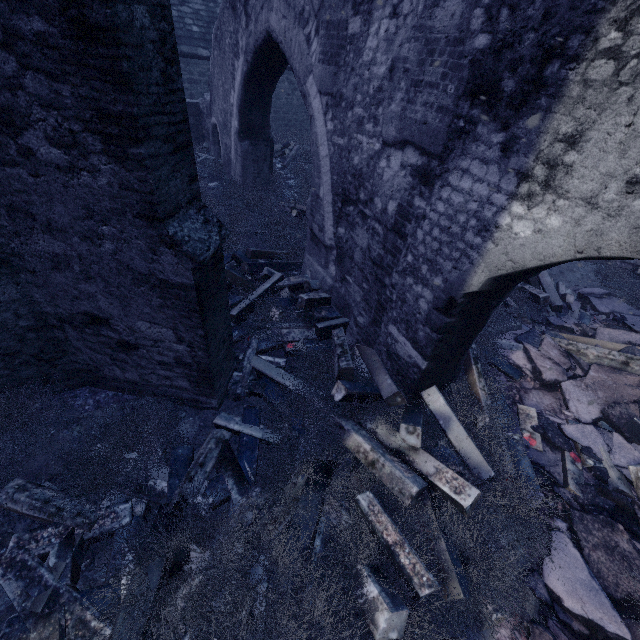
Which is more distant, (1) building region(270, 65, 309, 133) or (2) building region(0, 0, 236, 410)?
(1) building region(270, 65, 309, 133)

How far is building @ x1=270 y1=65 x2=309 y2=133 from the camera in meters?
14.3 m

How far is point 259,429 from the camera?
3.7 meters

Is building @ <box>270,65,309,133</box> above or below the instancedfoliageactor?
above

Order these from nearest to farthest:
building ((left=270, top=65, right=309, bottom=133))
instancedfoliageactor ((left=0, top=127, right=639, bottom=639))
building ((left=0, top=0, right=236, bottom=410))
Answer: building ((left=0, top=0, right=236, bottom=410)) → instancedfoliageactor ((left=0, top=127, right=639, bottom=639)) → building ((left=270, top=65, right=309, bottom=133))

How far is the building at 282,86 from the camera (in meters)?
14.30

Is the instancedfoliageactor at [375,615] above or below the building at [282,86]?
below
